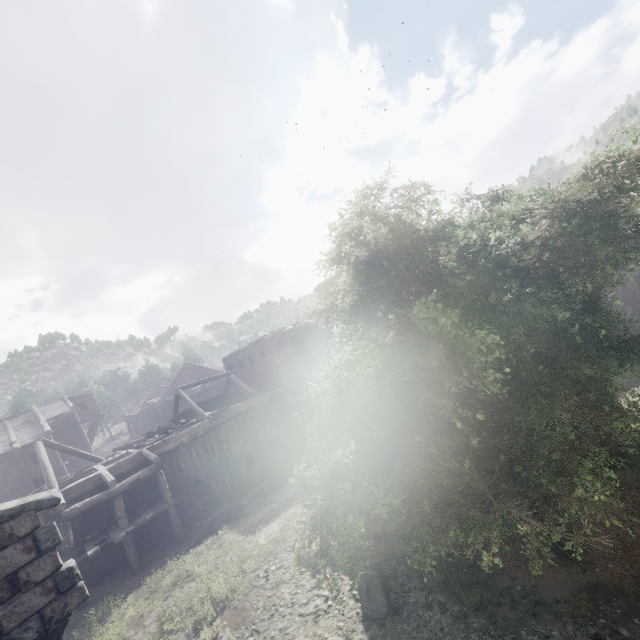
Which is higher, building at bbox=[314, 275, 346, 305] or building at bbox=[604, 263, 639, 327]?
building at bbox=[314, 275, 346, 305]

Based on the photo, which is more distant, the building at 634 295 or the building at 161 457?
the building at 634 295

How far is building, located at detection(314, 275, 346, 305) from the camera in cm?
1611

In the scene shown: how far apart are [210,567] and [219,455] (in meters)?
9.15

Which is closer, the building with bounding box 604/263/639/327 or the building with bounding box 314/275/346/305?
the building with bounding box 314/275/346/305

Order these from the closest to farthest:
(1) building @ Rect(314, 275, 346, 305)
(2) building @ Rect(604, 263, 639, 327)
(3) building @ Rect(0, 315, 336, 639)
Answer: (3) building @ Rect(0, 315, 336, 639) < (1) building @ Rect(314, 275, 346, 305) < (2) building @ Rect(604, 263, 639, 327)
